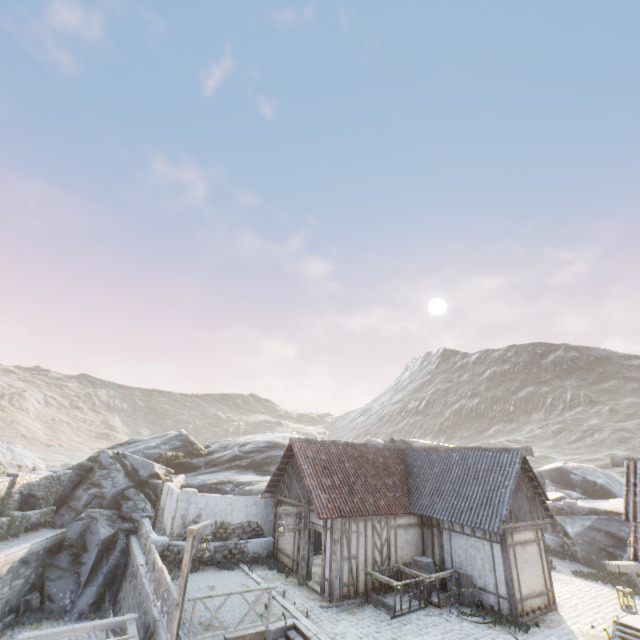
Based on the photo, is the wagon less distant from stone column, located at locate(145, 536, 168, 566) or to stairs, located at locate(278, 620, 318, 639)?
stairs, located at locate(278, 620, 318, 639)

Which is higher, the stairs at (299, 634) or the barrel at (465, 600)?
the barrel at (465, 600)

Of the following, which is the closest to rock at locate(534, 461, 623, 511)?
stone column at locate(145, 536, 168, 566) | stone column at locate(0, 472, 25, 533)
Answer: stone column at locate(0, 472, 25, 533)

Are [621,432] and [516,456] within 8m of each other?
no

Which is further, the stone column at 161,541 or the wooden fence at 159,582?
the stone column at 161,541

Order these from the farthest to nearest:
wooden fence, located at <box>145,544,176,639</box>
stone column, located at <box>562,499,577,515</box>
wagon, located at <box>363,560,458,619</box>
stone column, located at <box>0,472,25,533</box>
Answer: stone column, located at <box>562,499,577,515</box>
stone column, located at <box>0,472,25,533</box>
wagon, located at <box>363,560,458,619</box>
wooden fence, located at <box>145,544,176,639</box>

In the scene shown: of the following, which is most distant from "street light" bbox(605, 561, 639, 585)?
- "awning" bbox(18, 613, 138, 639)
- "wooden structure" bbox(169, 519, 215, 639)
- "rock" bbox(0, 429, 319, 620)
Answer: "awning" bbox(18, 613, 138, 639)

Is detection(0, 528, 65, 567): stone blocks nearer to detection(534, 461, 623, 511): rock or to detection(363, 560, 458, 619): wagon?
detection(534, 461, 623, 511): rock
